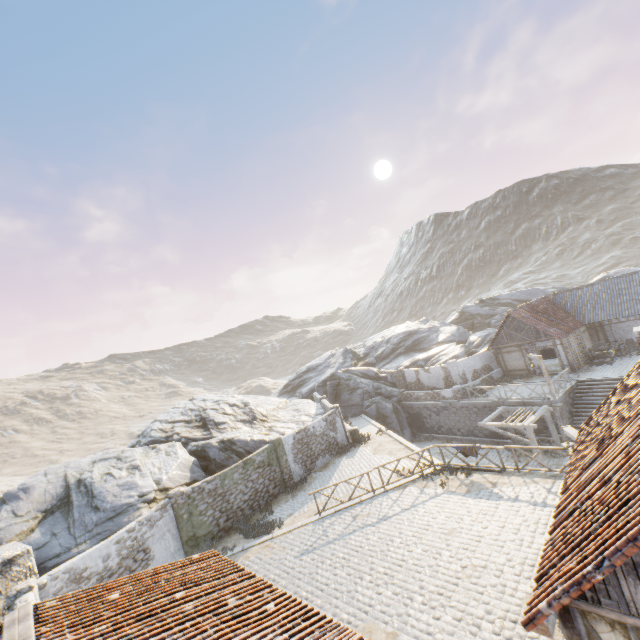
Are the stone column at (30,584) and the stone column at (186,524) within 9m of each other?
yes

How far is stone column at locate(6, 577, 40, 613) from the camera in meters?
10.6 m

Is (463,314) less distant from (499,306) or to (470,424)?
(499,306)

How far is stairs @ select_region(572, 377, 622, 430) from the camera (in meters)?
21.33

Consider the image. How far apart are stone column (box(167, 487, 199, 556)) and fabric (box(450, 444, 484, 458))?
13.53m

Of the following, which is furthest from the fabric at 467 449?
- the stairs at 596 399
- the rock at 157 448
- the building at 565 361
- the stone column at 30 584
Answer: the stone column at 30 584

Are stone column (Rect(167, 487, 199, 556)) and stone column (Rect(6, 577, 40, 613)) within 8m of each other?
yes

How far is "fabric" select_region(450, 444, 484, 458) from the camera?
15.39m
